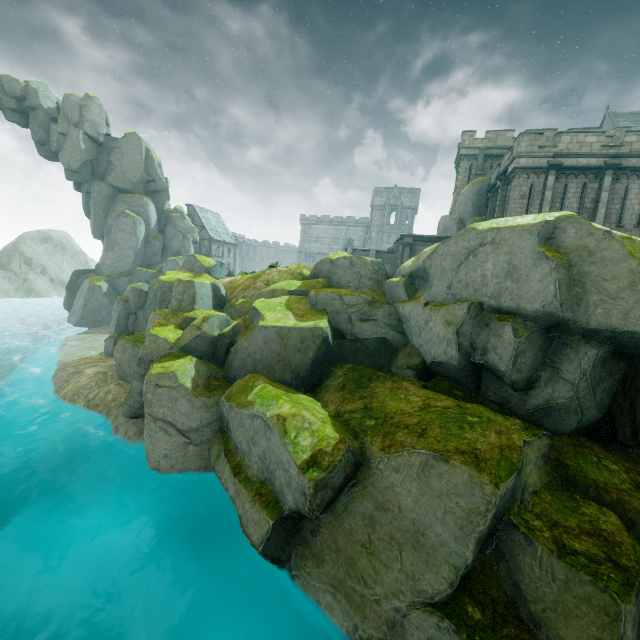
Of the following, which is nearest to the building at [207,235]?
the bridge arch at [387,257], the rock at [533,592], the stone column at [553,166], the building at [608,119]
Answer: the rock at [533,592]

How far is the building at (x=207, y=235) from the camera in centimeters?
5853cm

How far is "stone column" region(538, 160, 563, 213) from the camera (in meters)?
19.78

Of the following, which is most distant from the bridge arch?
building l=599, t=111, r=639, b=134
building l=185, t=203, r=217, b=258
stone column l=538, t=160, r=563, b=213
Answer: building l=185, t=203, r=217, b=258

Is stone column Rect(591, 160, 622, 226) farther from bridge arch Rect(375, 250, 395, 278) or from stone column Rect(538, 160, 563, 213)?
bridge arch Rect(375, 250, 395, 278)

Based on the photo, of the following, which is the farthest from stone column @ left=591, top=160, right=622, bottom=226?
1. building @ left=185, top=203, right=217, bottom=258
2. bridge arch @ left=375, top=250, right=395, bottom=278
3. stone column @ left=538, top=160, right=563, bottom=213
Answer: building @ left=185, top=203, right=217, bottom=258

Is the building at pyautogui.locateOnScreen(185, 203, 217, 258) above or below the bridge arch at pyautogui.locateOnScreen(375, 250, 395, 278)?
above

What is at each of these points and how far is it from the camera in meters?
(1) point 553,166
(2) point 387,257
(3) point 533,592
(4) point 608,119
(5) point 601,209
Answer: (1) stone column, 19.8
(2) bridge arch, 35.3
(3) rock, 6.7
(4) building, 48.6
(5) stone column, 19.5
